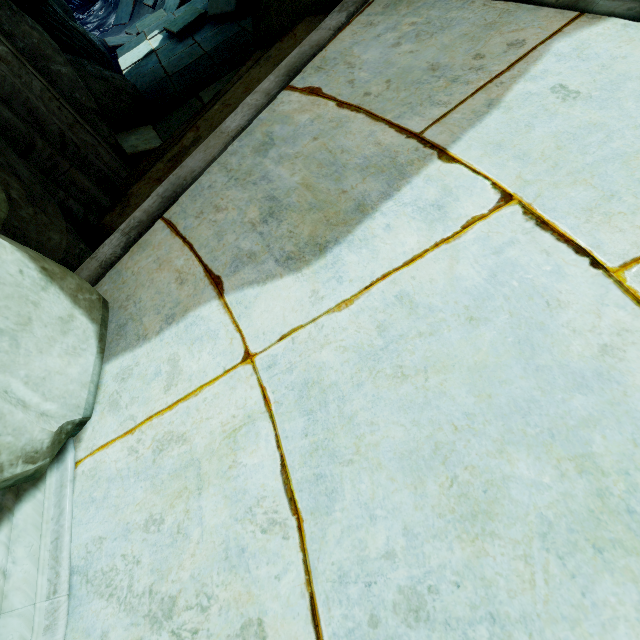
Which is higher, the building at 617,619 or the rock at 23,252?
the rock at 23,252

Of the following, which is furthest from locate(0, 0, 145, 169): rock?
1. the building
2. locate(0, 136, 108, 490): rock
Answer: locate(0, 136, 108, 490): rock

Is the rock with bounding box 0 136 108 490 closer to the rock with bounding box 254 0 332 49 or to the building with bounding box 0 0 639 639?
the building with bounding box 0 0 639 639

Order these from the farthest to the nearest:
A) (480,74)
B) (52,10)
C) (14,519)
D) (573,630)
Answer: (52,10) < (480,74) < (14,519) < (573,630)

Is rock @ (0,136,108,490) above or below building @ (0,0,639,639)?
above

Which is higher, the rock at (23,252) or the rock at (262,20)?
the rock at (23,252)

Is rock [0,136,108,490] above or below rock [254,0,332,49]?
above
